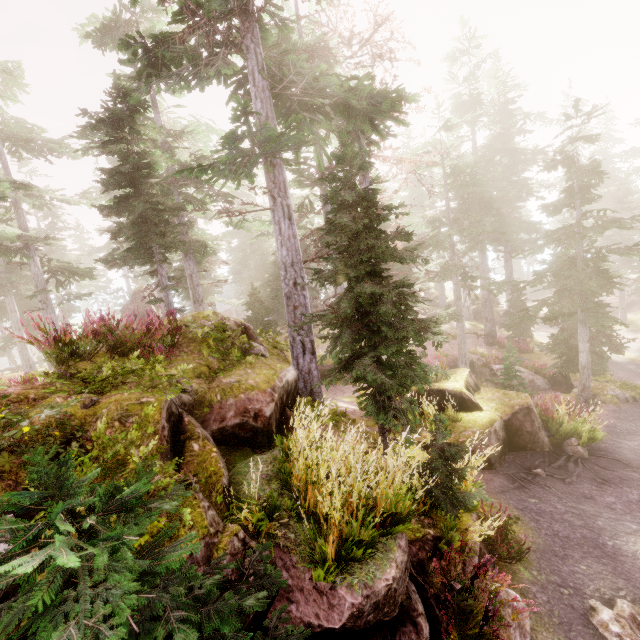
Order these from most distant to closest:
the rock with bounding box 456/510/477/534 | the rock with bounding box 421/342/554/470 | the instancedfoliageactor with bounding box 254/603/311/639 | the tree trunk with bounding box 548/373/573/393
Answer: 1. the tree trunk with bounding box 548/373/573/393
2. the rock with bounding box 421/342/554/470
3. the rock with bounding box 456/510/477/534
4. the instancedfoliageactor with bounding box 254/603/311/639

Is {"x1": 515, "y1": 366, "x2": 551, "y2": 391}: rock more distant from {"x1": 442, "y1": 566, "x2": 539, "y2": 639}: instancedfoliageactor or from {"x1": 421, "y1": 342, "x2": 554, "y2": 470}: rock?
{"x1": 421, "y1": 342, "x2": 554, "y2": 470}: rock

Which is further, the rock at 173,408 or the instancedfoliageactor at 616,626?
the instancedfoliageactor at 616,626

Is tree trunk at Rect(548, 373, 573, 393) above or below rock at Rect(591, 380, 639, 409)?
below

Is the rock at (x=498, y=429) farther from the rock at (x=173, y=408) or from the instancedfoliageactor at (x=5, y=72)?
the rock at (x=173, y=408)

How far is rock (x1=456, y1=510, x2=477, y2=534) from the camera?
5.0m

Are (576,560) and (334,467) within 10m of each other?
yes

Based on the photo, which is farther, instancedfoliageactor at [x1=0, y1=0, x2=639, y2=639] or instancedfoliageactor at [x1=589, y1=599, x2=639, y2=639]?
instancedfoliageactor at [x1=589, y1=599, x2=639, y2=639]
